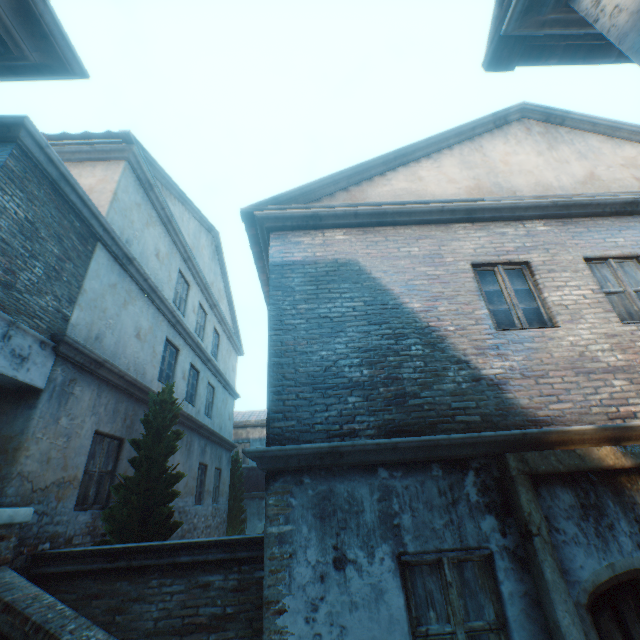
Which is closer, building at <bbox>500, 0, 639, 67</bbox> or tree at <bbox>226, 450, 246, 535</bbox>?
building at <bbox>500, 0, 639, 67</bbox>

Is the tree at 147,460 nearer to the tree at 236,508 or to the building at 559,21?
the tree at 236,508

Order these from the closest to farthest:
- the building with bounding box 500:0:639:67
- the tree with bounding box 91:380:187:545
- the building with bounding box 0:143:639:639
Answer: the building with bounding box 500:0:639:67 → the building with bounding box 0:143:639:639 → the tree with bounding box 91:380:187:545

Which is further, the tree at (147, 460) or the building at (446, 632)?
the tree at (147, 460)

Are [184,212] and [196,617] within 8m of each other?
no

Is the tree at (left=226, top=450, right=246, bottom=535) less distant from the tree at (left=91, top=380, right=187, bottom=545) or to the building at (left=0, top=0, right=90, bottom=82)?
the tree at (left=91, top=380, right=187, bottom=545)
